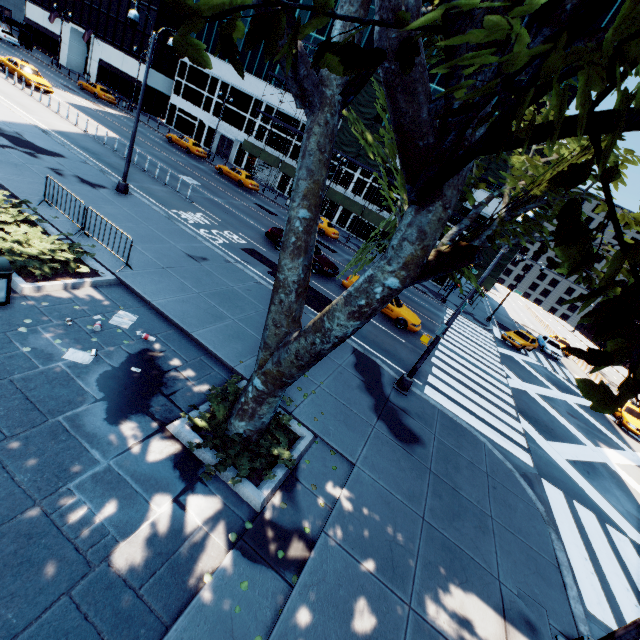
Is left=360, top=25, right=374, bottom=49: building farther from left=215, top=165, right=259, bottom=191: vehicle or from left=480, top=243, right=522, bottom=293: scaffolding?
left=215, top=165, right=259, bottom=191: vehicle

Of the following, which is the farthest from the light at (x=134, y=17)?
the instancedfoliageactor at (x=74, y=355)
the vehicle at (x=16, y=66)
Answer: the vehicle at (x=16, y=66)

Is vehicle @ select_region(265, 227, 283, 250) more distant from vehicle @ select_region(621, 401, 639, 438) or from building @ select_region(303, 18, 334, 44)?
vehicle @ select_region(621, 401, 639, 438)

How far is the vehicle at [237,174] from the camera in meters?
33.7 m

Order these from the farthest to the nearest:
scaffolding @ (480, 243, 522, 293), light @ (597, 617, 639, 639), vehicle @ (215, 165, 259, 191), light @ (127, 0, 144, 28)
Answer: vehicle @ (215, 165, 259, 191) → scaffolding @ (480, 243, 522, 293) → light @ (127, 0, 144, 28) → light @ (597, 617, 639, 639)

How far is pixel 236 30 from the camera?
1.6 meters

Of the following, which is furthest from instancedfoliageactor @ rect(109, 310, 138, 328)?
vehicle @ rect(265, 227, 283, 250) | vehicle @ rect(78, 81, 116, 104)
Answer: vehicle @ rect(78, 81, 116, 104)

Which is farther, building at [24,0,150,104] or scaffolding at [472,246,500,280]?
building at [24,0,150,104]
